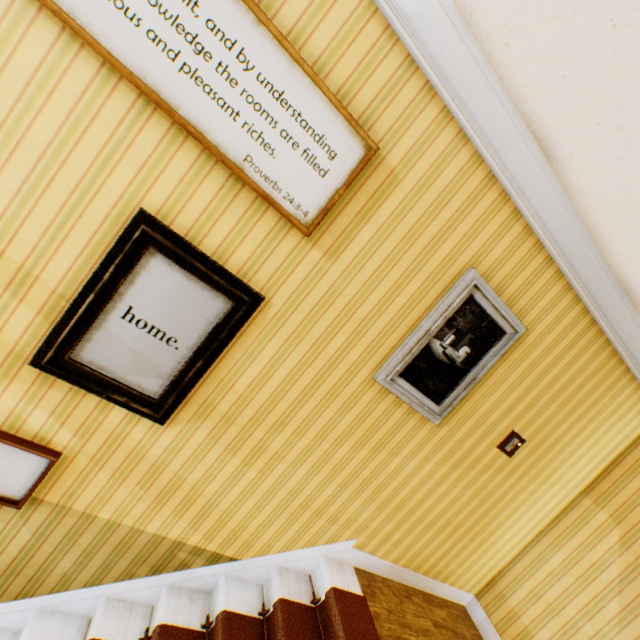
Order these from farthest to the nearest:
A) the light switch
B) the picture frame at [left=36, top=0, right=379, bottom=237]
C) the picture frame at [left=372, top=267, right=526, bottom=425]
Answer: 1. the light switch
2. the picture frame at [left=372, top=267, right=526, bottom=425]
3. the picture frame at [left=36, top=0, right=379, bottom=237]

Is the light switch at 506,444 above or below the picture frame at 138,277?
above

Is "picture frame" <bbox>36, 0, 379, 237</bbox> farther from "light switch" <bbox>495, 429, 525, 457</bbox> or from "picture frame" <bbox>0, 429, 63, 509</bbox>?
"light switch" <bbox>495, 429, 525, 457</bbox>

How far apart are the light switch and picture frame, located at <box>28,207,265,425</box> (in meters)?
2.52

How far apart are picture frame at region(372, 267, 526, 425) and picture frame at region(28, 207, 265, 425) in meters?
1.0 m

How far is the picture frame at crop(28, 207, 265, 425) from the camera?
1.6m

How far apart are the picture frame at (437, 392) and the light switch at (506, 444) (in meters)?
0.80

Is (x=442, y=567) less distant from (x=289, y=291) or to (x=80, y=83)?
(x=289, y=291)
